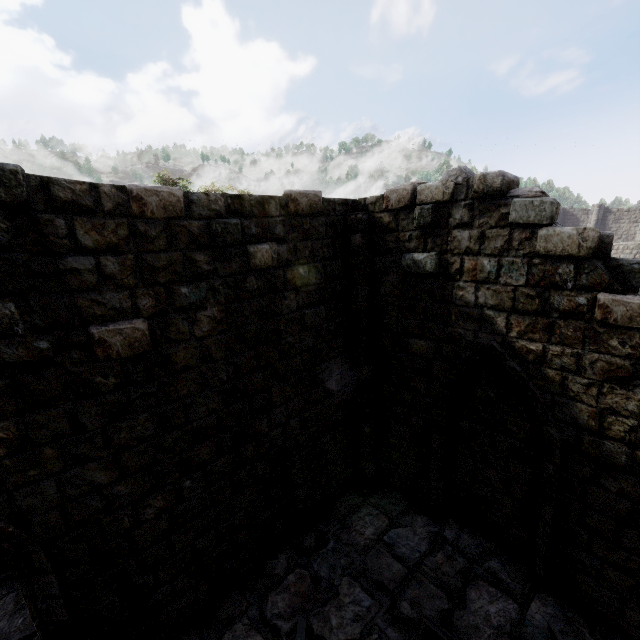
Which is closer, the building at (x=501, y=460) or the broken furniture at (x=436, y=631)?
the building at (x=501, y=460)

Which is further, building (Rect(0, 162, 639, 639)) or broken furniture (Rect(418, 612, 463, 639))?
broken furniture (Rect(418, 612, 463, 639))

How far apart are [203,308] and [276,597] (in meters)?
5.34
